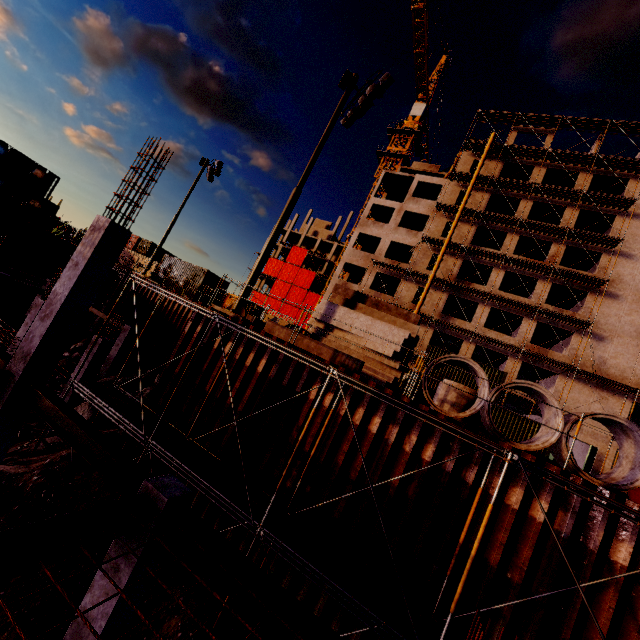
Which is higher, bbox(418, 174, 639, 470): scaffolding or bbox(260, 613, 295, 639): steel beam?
bbox(418, 174, 639, 470): scaffolding

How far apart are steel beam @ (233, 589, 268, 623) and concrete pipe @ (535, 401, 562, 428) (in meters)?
5.63

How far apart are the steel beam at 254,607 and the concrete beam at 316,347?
6.4 meters

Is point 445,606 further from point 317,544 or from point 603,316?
point 603,316

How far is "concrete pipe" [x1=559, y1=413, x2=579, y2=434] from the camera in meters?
7.7 m

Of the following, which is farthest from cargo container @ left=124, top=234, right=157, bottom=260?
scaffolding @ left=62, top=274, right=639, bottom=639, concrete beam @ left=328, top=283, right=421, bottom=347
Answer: concrete beam @ left=328, top=283, right=421, bottom=347

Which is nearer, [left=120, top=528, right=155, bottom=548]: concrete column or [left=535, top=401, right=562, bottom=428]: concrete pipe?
[left=120, top=528, right=155, bottom=548]: concrete column

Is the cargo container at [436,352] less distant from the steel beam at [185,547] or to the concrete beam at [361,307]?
the concrete beam at [361,307]
